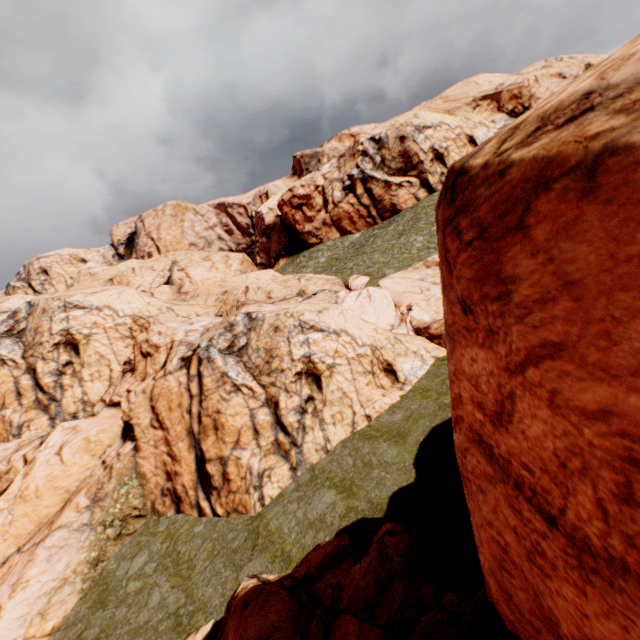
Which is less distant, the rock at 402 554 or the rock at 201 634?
the rock at 402 554

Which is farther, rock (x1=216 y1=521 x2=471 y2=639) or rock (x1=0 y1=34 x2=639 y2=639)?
rock (x1=216 y1=521 x2=471 y2=639)

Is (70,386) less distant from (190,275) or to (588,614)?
(190,275)

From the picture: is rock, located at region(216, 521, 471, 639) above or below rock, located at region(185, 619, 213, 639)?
above

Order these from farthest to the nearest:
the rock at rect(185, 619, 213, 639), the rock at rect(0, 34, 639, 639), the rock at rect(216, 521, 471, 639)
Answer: the rock at rect(185, 619, 213, 639), the rock at rect(216, 521, 471, 639), the rock at rect(0, 34, 639, 639)

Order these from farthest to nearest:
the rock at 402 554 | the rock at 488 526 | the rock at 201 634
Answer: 1. the rock at 201 634
2. the rock at 402 554
3. the rock at 488 526
